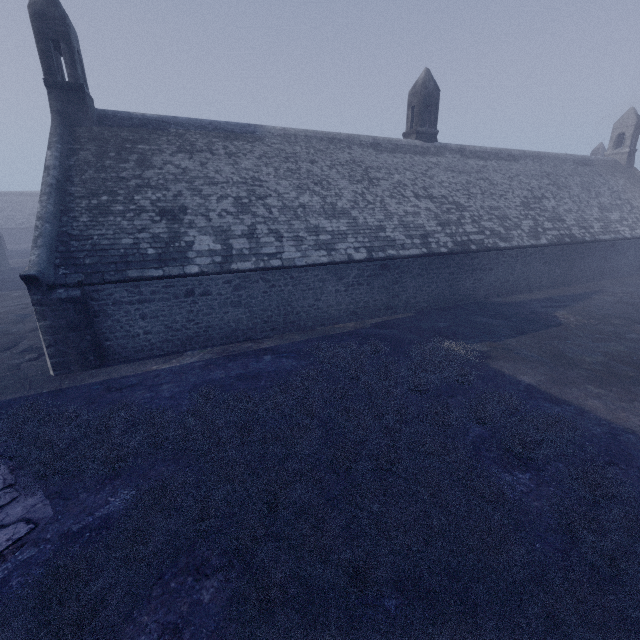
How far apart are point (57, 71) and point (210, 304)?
11.2m
